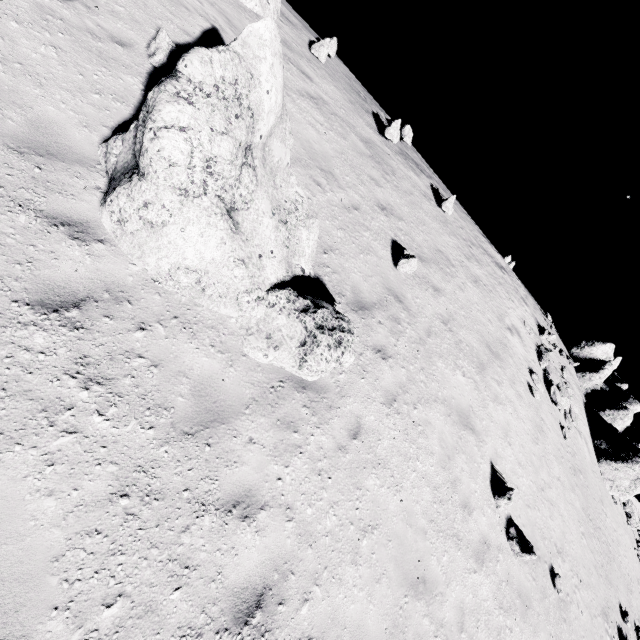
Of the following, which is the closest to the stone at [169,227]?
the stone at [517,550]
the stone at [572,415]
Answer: the stone at [517,550]

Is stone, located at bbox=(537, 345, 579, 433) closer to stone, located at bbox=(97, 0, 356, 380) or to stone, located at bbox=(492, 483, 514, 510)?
stone, located at bbox=(492, 483, 514, 510)

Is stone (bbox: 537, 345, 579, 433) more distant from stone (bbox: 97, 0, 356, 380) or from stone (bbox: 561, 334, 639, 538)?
stone (bbox: 97, 0, 356, 380)

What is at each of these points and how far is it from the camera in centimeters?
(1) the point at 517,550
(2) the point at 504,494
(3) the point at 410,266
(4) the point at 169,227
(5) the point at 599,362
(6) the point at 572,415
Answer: (1) stone, 803cm
(2) stone, 837cm
(3) stone, 904cm
(4) stone, 420cm
(5) stone, 2211cm
(6) stone, 1697cm

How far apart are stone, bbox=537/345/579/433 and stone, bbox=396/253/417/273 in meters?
11.8 m

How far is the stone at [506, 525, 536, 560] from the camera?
8.0m

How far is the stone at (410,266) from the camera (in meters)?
8.93

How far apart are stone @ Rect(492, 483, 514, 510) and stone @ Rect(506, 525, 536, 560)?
0.4 meters
